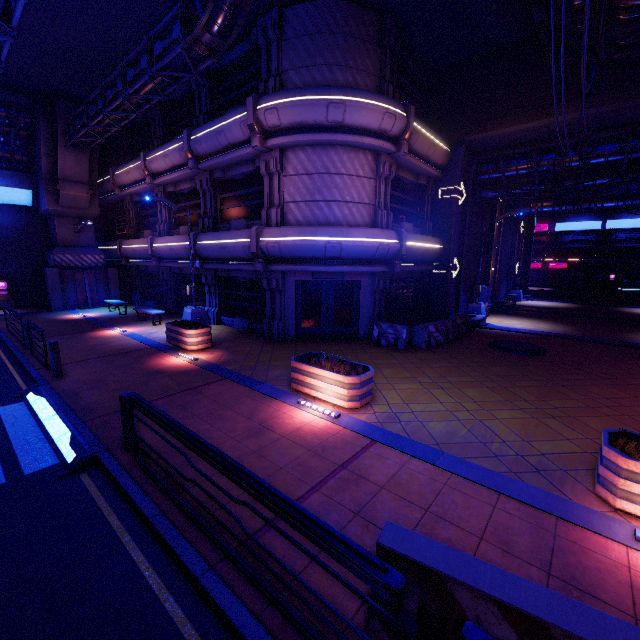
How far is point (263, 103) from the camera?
11.56m

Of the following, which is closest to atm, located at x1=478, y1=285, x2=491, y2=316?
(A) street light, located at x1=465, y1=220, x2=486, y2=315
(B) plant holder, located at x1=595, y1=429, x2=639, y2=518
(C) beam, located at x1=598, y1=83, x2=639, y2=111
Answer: (A) street light, located at x1=465, y1=220, x2=486, y2=315

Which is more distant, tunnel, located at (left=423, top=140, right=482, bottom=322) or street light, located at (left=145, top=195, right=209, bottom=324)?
tunnel, located at (left=423, top=140, right=482, bottom=322)

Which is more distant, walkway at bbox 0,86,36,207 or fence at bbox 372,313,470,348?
walkway at bbox 0,86,36,207

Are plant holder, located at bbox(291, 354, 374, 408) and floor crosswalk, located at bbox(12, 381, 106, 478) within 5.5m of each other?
yes

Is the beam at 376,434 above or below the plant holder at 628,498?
below

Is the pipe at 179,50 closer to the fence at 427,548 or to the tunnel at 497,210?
the fence at 427,548

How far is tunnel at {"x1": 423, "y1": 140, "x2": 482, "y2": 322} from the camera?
16.23m
